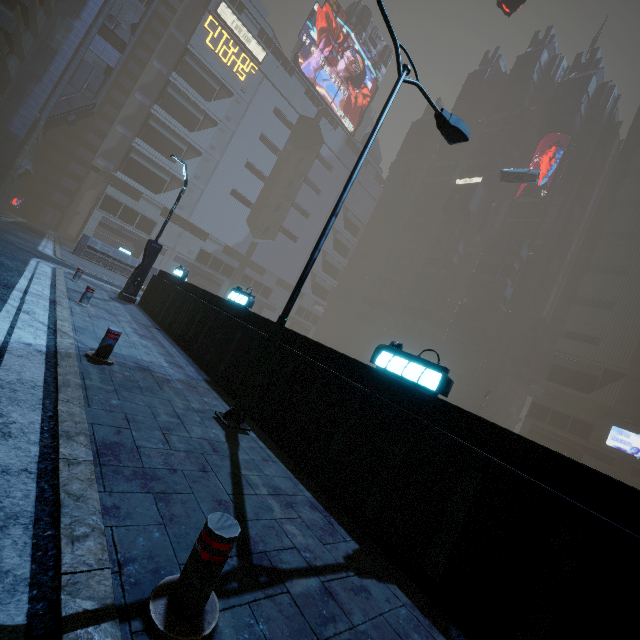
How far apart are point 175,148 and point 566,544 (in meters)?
64.16

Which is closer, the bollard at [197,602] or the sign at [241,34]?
the bollard at [197,602]

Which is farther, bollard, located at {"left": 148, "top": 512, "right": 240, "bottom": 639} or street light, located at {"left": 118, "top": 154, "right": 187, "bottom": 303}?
street light, located at {"left": 118, "top": 154, "right": 187, "bottom": 303}

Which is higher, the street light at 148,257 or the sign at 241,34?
the sign at 241,34

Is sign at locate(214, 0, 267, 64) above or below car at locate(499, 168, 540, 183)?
above

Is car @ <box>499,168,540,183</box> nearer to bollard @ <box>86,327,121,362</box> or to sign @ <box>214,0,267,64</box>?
sign @ <box>214,0,267,64</box>

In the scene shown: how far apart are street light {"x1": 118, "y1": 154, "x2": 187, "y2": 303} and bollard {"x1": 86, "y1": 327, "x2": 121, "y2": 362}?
9.7m

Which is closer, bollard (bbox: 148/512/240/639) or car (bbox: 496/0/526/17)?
bollard (bbox: 148/512/240/639)
